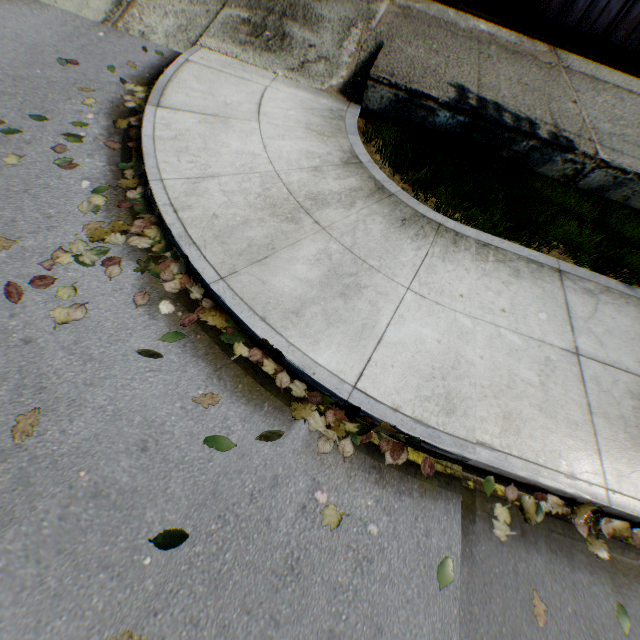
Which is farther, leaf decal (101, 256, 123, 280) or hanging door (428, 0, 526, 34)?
hanging door (428, 0, 526, 34)

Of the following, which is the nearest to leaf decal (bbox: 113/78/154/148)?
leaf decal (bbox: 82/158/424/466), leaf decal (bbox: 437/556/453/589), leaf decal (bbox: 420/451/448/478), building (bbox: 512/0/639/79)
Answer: leaf decal (bbox: 82/158/424/466)

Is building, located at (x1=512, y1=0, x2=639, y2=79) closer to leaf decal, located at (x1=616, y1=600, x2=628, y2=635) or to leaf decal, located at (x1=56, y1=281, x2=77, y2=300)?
leaf decal, located at (x1=56, y1=281, x2=77, y2=300)

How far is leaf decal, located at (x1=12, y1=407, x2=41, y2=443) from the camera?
2.2 meters

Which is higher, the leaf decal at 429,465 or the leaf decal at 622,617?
the leaf decal at 622,617

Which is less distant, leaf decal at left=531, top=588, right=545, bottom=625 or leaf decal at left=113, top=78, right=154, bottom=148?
leaf decal at left=531, top=588, right=545, bottom=625

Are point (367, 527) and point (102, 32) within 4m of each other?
no

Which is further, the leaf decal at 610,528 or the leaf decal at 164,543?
the leaf decal at 610,528
